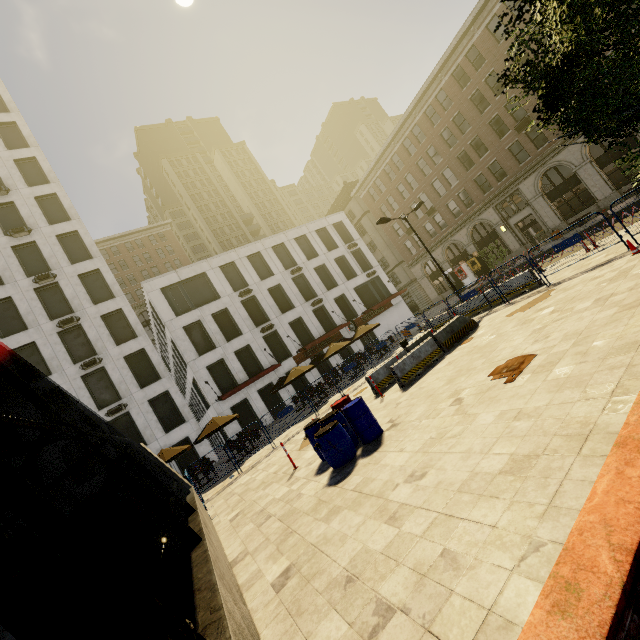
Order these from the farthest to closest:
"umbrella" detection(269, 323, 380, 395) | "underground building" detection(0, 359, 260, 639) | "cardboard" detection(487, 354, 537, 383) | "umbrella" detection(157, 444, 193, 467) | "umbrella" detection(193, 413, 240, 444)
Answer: "umbrella" detection(269, 323, 380, 395) → "umbrella" detection(193, 413, 240, 444) → "umbrella" detection(157, 444, 193, 467) → "cardboard" detection(487, 354, 537, 383) → "underground building" detection(0, 359, 260, 639)

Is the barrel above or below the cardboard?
above

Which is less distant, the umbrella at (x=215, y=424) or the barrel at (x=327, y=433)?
the barrel at (x=327, y=433)

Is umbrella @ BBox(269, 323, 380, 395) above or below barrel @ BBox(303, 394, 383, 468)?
above

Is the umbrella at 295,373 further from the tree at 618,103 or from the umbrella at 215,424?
the tree at 618,103

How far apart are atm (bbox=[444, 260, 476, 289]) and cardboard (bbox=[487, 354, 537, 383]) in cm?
3228

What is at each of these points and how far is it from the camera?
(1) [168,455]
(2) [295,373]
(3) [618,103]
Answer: (1) umbrella, 16.6 meters
(2) umbrella, 21.0 meters
(3) tree, 3.4 meters

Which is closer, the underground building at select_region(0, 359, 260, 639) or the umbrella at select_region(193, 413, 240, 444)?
the underground building at select_region(0, 359, 260, 639)
